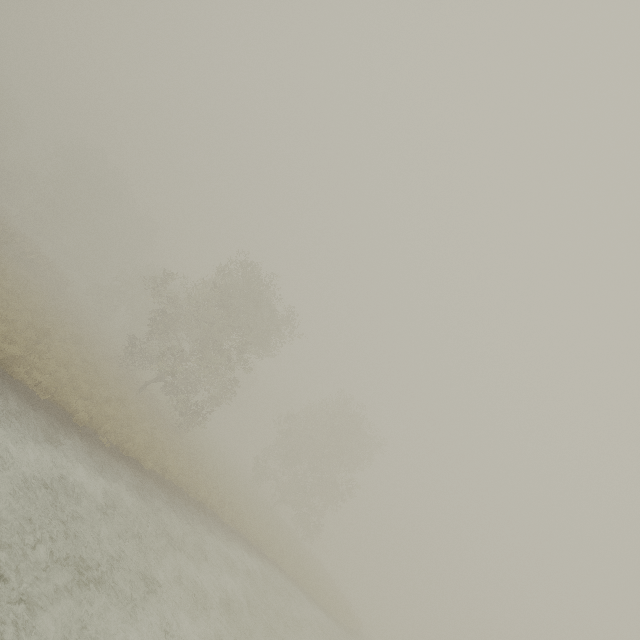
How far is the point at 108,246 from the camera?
52.7m
